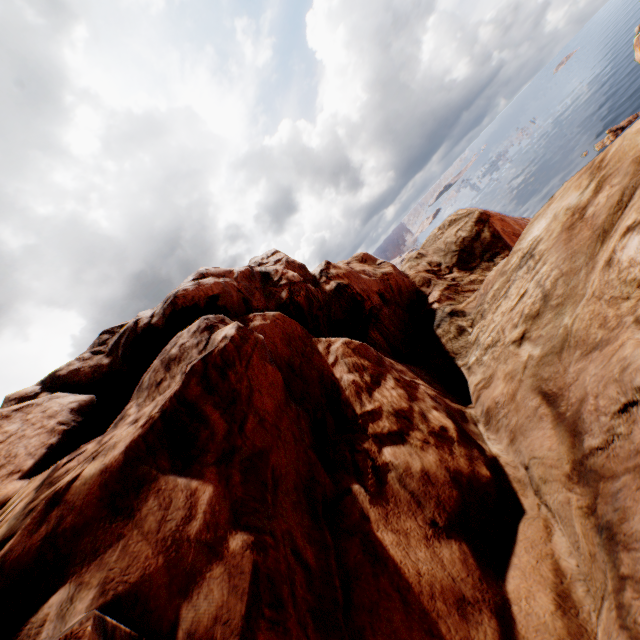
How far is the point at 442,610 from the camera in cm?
511
